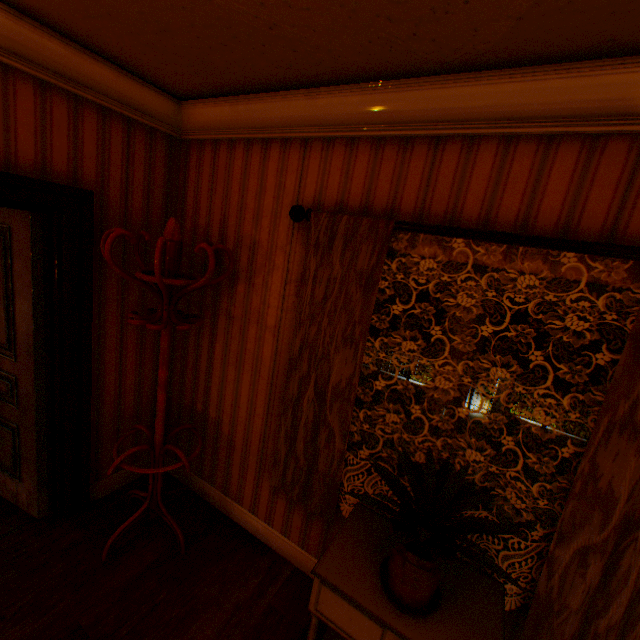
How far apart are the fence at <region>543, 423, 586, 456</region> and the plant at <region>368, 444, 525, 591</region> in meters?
15.1

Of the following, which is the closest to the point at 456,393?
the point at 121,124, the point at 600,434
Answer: the point at 600,434

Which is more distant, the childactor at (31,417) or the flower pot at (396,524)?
the childactor at (31,417)

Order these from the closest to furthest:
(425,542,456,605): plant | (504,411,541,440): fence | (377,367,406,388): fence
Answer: (425,542,456,605): plant → (504,411,541,440): fence → (377,367,406,388): fence

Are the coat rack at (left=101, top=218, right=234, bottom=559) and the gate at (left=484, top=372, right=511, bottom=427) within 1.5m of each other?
no

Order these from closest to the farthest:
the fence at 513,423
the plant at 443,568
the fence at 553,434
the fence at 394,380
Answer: the plant at 443,568
the fence at 553,434
the fence at 513,423
the fence at 394,380

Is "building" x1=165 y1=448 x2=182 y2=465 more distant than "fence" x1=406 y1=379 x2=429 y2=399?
No

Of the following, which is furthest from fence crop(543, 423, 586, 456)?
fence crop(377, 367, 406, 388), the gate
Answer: fence crop(377, 367, 406, 388)
